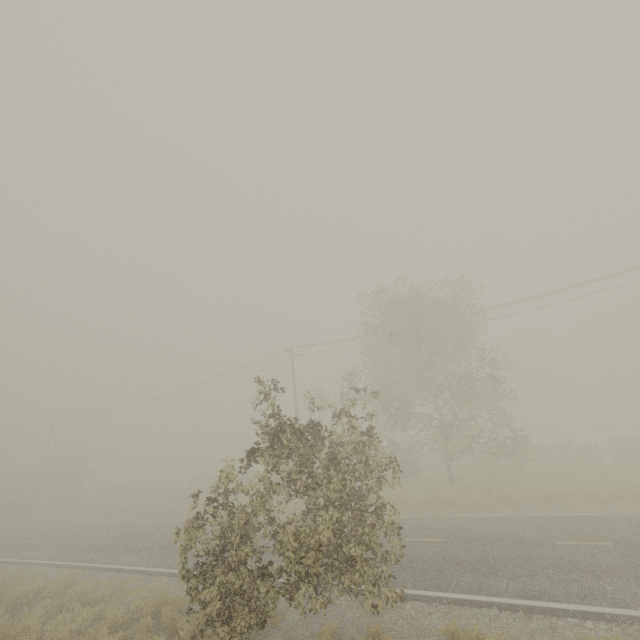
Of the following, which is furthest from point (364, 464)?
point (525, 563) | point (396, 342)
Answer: point (396, 342)
